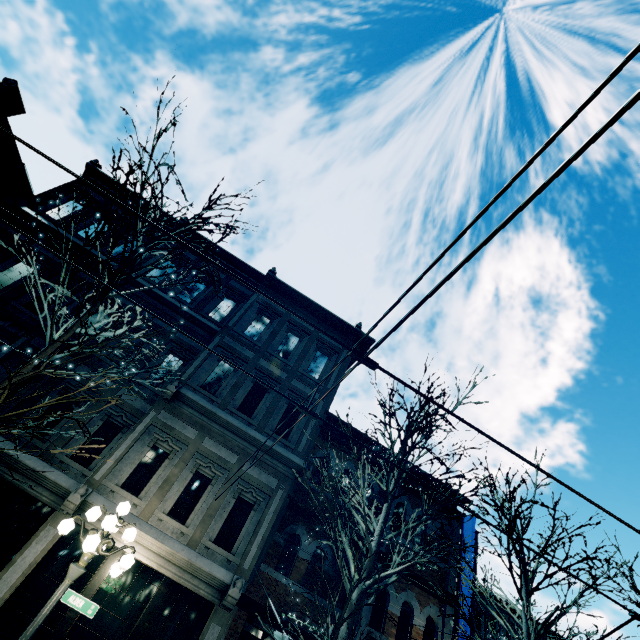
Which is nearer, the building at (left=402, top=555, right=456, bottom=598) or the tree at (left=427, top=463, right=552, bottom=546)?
the tree at (left=427, top=463, right=552, bottom=546)

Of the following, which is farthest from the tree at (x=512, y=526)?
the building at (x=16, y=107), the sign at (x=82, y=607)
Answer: the sign at (x=82, y=607)

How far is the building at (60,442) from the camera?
9.6m

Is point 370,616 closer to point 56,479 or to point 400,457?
point 400,457

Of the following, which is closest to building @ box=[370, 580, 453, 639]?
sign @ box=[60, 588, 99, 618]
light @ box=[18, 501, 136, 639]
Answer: light @ box=[18, 501, 136, 639]

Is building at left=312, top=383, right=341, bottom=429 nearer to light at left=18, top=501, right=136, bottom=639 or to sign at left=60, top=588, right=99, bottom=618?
light at left=18, top=501, right=136, bottom=639

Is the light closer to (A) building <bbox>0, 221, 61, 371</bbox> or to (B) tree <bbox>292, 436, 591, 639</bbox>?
(B) tree <bbox>292, 436, 591, 639</bbox>

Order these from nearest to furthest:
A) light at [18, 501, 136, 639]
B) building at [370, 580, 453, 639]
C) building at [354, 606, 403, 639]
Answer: light at [18, 501, 136, 639] < building at [354, 606, 403, 639] < building at [370, 580, 453, 639]
